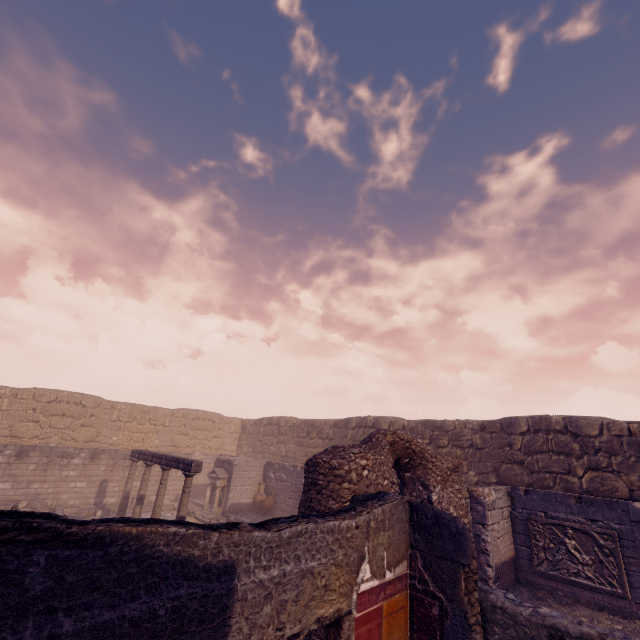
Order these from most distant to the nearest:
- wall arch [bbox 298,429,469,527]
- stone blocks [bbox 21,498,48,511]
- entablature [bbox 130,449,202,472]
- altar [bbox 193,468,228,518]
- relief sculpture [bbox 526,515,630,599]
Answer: altar [bbox 193,468,228,518] → stone blocks [bbox 21,498,48,511] → entablature [bbox 130,449,202,472] → relief sculpture [bbox 526,515,630,599] → wall arch [bbox 298,429,469,527]

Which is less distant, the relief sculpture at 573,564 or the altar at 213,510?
the relief sculpture at 573,564

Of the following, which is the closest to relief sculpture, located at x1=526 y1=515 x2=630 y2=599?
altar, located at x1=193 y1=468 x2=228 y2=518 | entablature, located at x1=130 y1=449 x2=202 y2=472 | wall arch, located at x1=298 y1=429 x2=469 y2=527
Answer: wall arch, located at x1=298 y1=429 x2=469 y2=527

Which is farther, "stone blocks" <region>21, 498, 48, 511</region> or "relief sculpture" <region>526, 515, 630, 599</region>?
"stone blocks" <region>21, 498, 48, 511</region>

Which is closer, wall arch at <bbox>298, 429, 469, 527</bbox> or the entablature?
wall arch at <bbox>298, 429, 469, 527</bbox>

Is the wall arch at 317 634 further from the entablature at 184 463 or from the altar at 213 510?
the altar at 213 510

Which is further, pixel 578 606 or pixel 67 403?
pixel 67 403

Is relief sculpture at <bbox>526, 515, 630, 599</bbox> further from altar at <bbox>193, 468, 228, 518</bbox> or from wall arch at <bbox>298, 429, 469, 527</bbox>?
altar at <bbox>193, 468, 228, 518</bbox>
